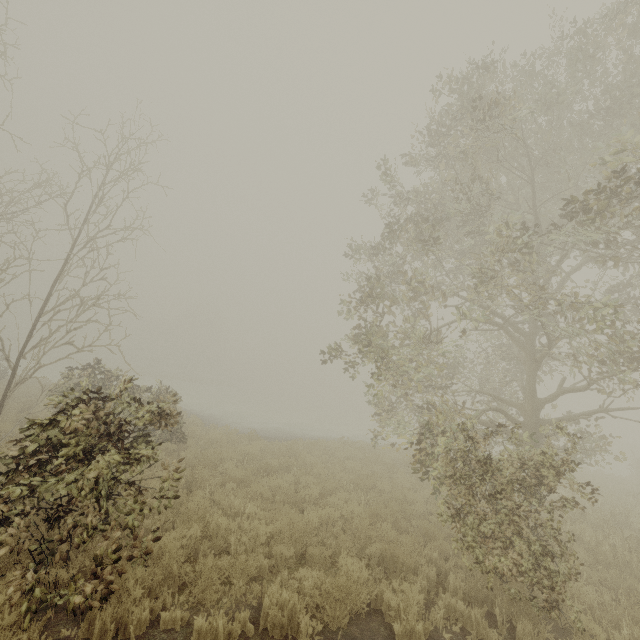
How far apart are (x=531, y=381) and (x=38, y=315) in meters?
14.7 m
